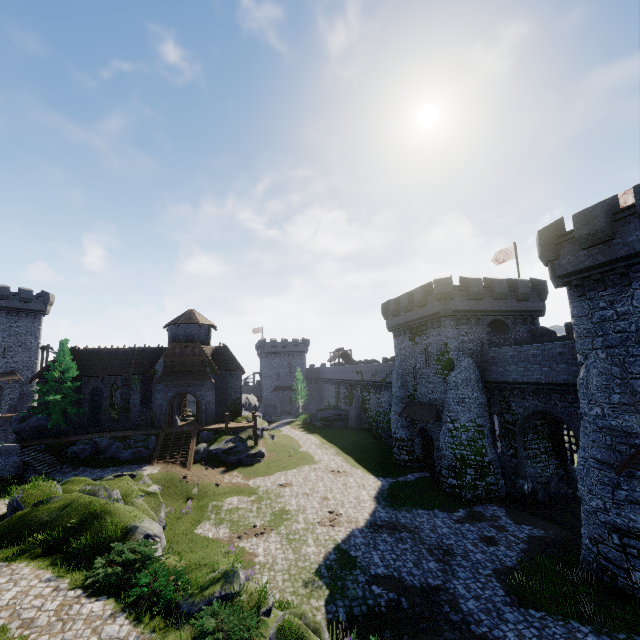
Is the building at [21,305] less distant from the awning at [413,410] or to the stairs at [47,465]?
the stairs at [47,465]

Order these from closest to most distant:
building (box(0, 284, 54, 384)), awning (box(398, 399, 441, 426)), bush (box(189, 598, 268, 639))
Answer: bush (box(189, 598, 268, 639)) → awning (box(398, 399, 441, 426)) → building (box(0, 284, 54, 384))

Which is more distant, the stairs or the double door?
the double door

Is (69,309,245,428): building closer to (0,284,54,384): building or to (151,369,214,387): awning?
(151,369,214,387): awning

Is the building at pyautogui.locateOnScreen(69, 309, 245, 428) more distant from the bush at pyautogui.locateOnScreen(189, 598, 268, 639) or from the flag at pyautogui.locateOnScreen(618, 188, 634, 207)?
the flag at pyautogui.locateOnScreen(618, 188, 634, 207)

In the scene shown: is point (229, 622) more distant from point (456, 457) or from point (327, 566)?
point (456, 457)

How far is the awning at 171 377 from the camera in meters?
34.2

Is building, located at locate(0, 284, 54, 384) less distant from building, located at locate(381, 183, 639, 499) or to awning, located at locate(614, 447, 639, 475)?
building, located at locate(381, 183, 639, 499)
